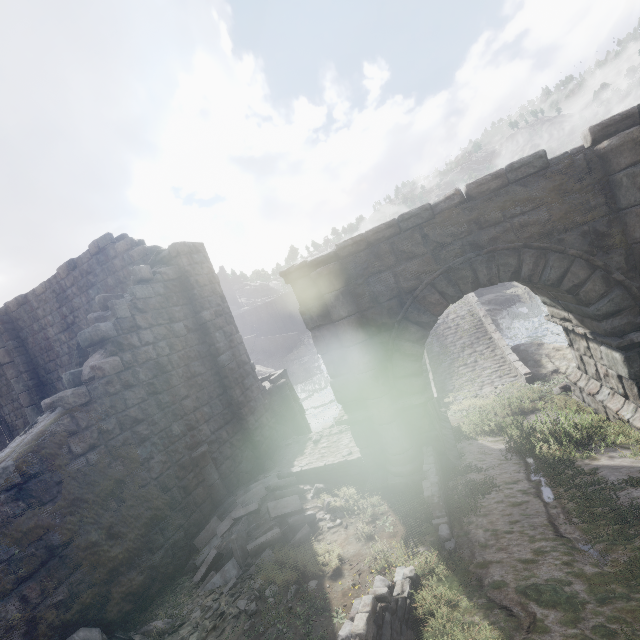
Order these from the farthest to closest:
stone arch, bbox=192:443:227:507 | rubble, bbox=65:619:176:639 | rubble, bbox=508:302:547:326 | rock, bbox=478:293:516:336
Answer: rubble, bbox=508:302:547:326 → rock, bbox=478:293:516:336 → stone arch, bbox=192:443:227:507 → rubble, bbox=65:619:176:639

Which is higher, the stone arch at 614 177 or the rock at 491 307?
the stone arch at 614 177

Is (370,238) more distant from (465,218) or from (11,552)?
(11,552)

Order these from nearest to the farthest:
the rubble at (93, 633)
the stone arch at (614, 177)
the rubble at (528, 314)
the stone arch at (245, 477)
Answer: the rubble at (93, 633)
the stone arch at (614, 177)
the stone arch at (245, 477)
the rubble at (528, 314)

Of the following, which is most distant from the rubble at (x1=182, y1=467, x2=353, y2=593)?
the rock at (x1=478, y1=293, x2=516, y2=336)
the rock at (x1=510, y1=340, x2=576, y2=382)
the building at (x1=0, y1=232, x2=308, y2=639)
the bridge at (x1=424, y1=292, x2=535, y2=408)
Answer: the rock at (x1=478, y1=293, x2=516, y2=336)

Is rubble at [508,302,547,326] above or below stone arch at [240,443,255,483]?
below

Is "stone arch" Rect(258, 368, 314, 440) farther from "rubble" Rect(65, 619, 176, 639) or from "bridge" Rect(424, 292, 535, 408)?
"bridge" Rect(424, 292, 535, 408)

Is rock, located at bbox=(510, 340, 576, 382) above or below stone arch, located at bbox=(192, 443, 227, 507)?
below
